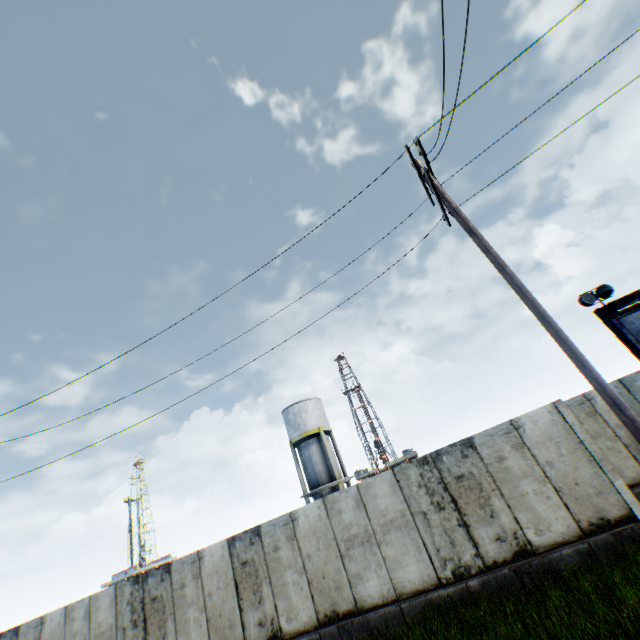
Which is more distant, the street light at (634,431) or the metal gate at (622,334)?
the metal gate at (622,334)

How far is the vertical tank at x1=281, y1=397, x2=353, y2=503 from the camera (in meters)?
27.41

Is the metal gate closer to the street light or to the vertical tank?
the street light

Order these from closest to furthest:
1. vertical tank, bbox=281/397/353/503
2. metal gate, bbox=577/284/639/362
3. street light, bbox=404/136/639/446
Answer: street light, bbox=404/136/639/446
metal gate, bbox=577/284/639/362
vertical tank, bbox=281/397/353/503

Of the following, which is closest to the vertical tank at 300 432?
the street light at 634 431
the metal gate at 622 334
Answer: the metal gate at 622 334

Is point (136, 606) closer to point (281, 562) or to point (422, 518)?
point (281, 562)

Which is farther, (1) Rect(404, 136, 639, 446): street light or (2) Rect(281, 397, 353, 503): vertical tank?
(2) Rect(281, 397, 353, 503): vertical tank
